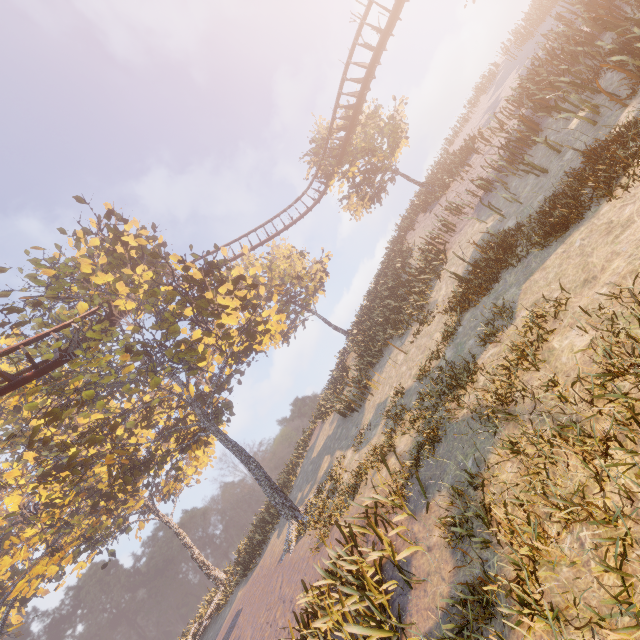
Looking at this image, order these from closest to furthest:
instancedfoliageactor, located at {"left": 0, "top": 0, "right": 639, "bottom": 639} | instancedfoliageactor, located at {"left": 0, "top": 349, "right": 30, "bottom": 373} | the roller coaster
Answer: instancedfoliageactor, located at {"left": 0, "top": 0, "right": 639, "bottom": 639} → the roller coaster → instancedfoliageactor, located at {"left": 0, "top": 349, "right": 30, "bottom": 373}

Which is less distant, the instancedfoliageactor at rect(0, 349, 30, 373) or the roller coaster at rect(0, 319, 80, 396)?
the roller coaster at rect(0, 319, 80, 396)

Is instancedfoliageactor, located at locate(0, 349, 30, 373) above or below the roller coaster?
above

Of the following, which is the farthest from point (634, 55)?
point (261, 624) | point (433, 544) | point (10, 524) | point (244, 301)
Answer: point (10, 524)

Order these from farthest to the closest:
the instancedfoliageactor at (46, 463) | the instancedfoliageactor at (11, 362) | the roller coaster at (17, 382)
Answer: the instancedfoliageactor at (11, 362), the roller coaster at (17, 382), the instancedfoliageactor at (46, 463)

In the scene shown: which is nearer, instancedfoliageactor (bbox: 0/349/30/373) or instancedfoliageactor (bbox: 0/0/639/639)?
instancedfoliageactor (bbox: 0/0/639/639)

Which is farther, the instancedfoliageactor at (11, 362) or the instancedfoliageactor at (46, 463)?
the instancedfoliageactor at (11, 362)
